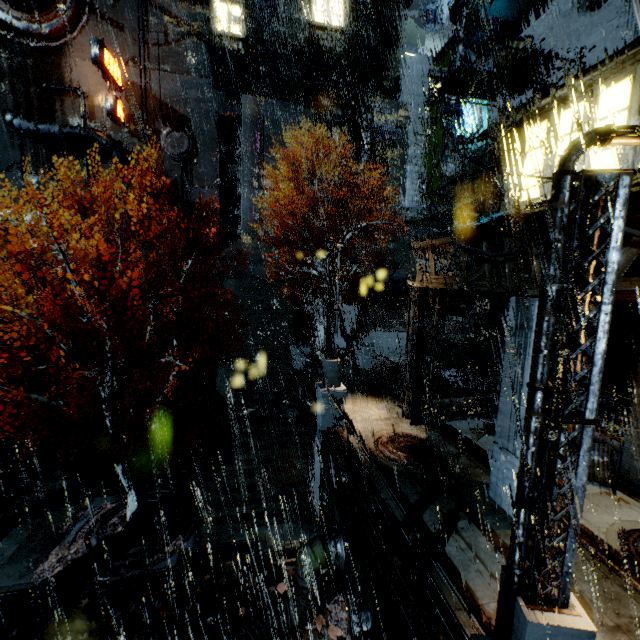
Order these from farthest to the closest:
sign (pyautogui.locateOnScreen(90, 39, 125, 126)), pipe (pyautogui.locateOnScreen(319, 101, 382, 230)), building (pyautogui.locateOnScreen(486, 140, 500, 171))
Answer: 1. pipe (pyautogui.locateOnScreen(319, 101, 382, 230))
2. sign (pyautogui.locateOnScreen(90, 39, 125, 126))
3. building (pyautogui.locateOnScreen(486, 140, 500, 171))

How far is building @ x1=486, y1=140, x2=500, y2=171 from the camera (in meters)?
14.67

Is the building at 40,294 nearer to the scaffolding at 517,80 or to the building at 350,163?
the building at 350,163

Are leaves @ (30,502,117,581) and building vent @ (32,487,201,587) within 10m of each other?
yes

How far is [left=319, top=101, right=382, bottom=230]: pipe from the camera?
29.8m

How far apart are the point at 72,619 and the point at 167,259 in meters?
26.8

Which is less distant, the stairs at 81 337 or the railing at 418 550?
the railing at 418 550

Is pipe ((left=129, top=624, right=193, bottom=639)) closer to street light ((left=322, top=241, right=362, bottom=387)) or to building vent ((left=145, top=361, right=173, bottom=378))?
street light ((left=322, top=241, right=362, bottom=387))
